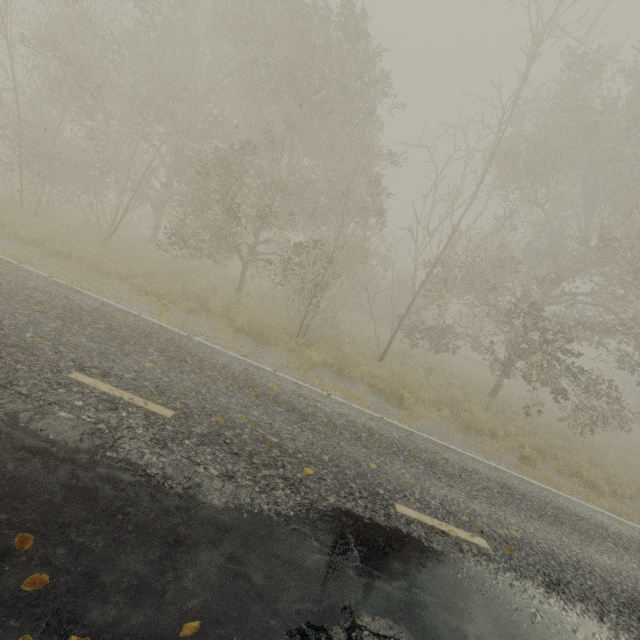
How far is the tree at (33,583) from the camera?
2.2 meters

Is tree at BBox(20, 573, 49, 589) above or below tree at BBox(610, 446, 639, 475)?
below

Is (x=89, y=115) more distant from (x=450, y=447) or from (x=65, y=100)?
(x=450, y=447)

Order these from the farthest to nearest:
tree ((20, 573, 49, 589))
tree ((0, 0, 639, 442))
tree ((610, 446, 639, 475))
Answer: tree ((610, 446, 639, 475)), tree ((0, 0, 639, 442)), tree ((20, 573, 49, 589))

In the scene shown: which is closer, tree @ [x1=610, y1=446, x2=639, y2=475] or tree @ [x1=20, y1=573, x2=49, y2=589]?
tree @ [x1=20, y1=573, x2=49, y2=589]

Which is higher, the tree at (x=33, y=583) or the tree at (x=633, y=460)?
the tree at (x=633, y=460)

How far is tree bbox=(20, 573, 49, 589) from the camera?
2.17m
